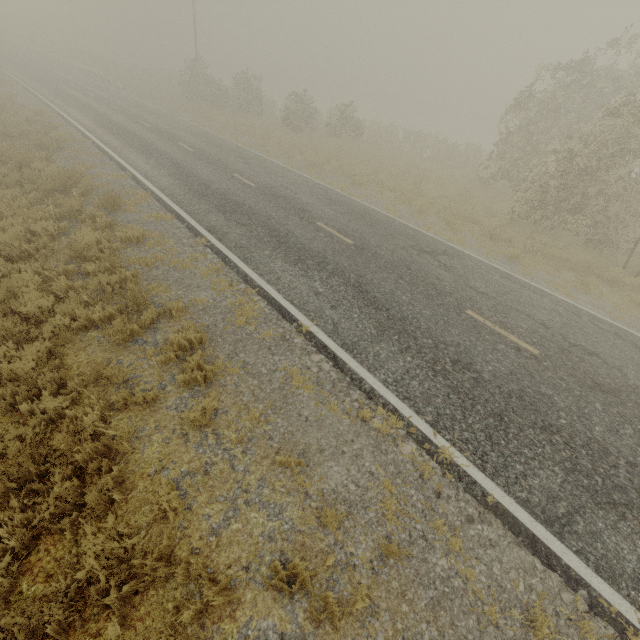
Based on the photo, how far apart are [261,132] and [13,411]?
23.8m
